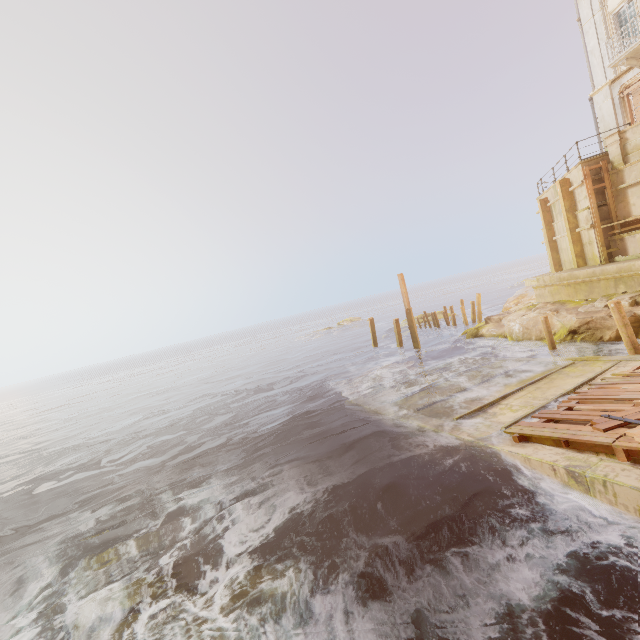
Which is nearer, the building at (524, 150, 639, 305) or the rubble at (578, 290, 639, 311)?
the rubble at (578, 290, 639, 311)

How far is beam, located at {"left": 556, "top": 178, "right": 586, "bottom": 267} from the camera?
17.00m

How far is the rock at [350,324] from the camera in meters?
53.2 m

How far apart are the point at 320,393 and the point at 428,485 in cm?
1194

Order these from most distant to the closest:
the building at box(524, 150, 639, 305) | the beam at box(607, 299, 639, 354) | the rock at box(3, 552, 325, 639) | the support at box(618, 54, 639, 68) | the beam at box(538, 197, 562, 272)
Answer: the beam at box(538, 197, 562, 272)
the support at box(618, 54, 639, 68)
the building at box(524, 150, 639, 305)
the beam at box(607, 299, 639, 354)
the rock at box(3, 552, 325, 639)

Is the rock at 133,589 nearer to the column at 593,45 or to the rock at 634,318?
the rock at 634,318

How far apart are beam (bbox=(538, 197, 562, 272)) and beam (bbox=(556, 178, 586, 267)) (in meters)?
3.42

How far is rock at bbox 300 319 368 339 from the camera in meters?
53.2 m
